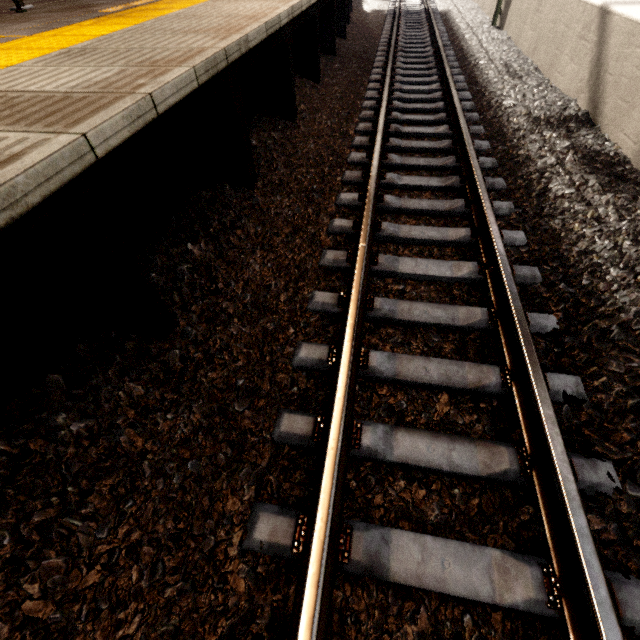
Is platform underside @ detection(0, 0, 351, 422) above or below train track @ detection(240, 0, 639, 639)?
above

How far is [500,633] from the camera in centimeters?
131cm

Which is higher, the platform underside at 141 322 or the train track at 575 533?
the platform underside at 141 322
